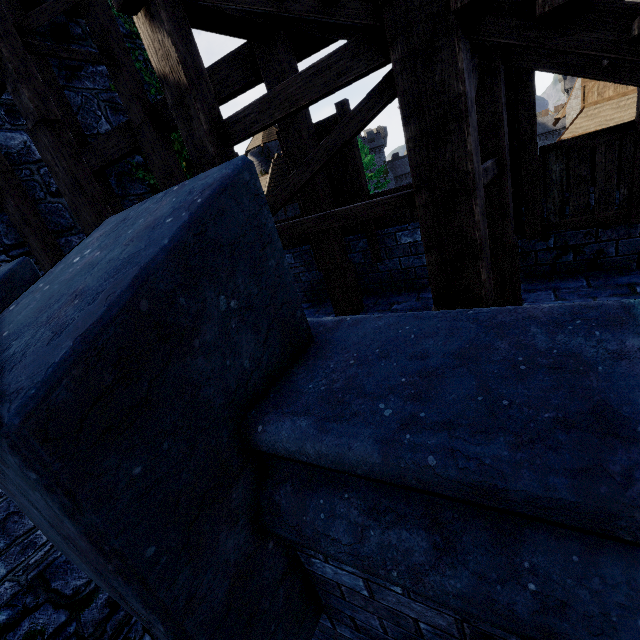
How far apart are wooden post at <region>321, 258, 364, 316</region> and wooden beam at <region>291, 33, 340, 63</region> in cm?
250

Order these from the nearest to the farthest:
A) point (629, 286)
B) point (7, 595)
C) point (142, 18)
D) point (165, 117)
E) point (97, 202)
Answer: point (142, 18), point (629, 286), point (97, 202), point (165, 117), point (7, 595)

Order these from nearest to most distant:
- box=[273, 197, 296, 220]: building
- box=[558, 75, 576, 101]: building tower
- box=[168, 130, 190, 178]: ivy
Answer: box=[168, 130, 190, 178]: ivy → box=[273, 197, 296, 220]: building → box=[558, 75, 576, 101]: building tower

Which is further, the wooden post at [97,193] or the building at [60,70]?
the building at [60,70]

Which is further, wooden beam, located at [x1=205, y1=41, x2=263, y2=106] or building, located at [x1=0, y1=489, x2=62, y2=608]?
building, located at [x1=0, y1=489, x2=62, y2=608]

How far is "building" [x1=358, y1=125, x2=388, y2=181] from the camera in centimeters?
5625cm

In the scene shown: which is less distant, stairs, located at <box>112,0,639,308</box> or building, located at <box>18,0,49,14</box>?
stairs, located at <box>112,0,639,308</box>

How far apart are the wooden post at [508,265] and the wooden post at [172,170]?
4.2 meters
